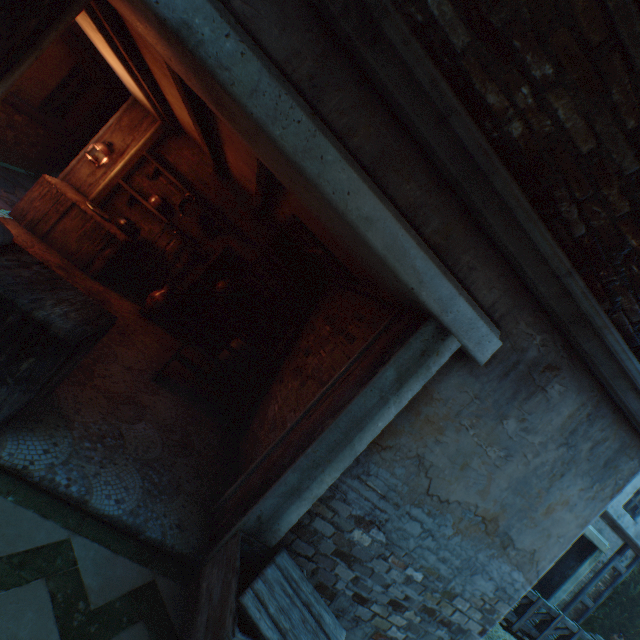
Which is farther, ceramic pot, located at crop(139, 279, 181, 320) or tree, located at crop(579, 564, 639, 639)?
tree, located at crop(579, 564, 639, 639)

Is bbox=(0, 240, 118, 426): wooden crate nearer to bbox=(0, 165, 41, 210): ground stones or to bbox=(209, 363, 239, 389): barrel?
bbox=(0, 165, 41, 210): ground stones

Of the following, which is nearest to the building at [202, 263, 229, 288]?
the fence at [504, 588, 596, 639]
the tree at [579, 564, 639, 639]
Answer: the tree at [579, 564, 639, 639]

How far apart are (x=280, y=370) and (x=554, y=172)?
4.6m

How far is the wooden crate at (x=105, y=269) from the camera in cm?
515

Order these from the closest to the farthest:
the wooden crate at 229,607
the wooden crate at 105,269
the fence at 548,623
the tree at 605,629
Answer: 1. the wooden crate at 229,607
2. the wooden crate at 105,269
3. the fence at 548,623
4. the tree at 605,629

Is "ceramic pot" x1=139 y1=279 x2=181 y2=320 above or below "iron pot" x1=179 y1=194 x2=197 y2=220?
below

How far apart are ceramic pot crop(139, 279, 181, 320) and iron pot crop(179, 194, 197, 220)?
1.3 meters
